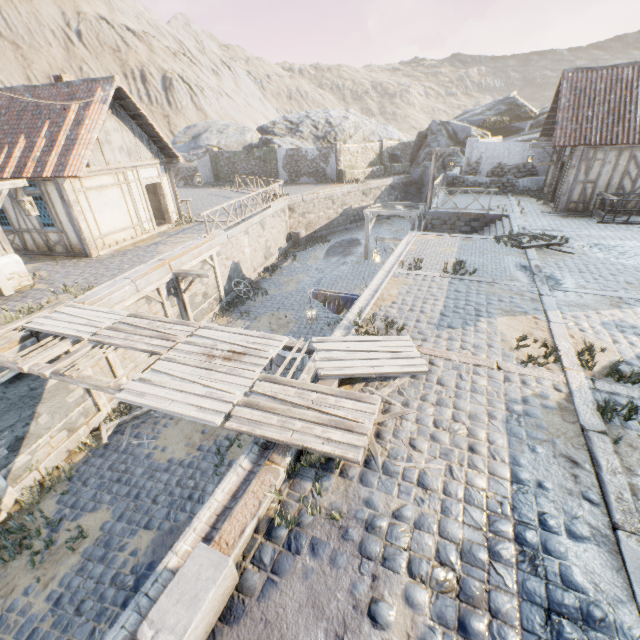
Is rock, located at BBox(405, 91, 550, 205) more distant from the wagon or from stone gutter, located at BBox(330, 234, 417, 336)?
stone gutter, located at BBox(330, 234, 417, 336)

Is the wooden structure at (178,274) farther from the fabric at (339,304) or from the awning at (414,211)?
the awning at (414,211)

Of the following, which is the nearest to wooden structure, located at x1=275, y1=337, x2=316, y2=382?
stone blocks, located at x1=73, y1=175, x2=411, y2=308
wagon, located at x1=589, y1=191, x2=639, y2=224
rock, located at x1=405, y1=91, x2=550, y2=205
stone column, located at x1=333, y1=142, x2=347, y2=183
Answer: stone blocks, located at x1=73, y1=175, x2=411, y2=308

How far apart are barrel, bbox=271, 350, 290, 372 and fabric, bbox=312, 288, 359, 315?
1.31m

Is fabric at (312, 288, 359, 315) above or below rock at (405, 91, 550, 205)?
below

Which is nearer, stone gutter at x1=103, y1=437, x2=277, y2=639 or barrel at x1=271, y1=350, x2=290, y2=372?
stone gutter at x1=103, y1=437, x2=277, y2=639

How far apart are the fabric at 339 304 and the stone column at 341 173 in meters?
22.1 m

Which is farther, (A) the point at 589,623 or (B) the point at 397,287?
(B) the point at 397,287
